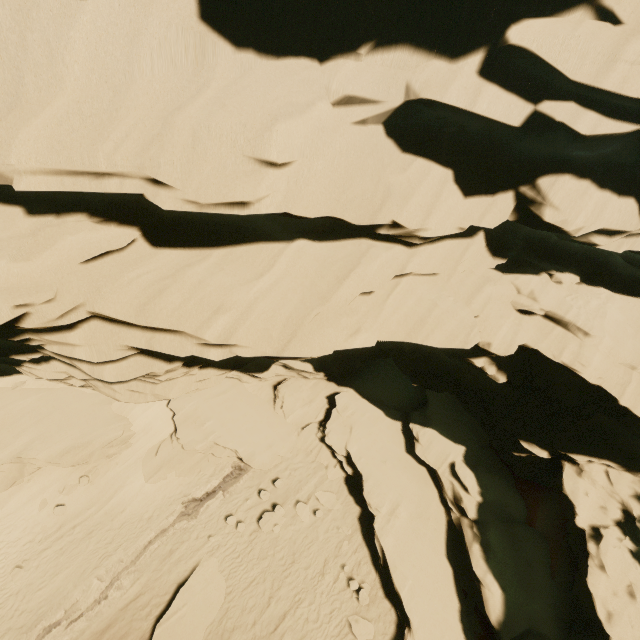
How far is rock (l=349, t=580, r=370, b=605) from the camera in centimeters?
1297cm

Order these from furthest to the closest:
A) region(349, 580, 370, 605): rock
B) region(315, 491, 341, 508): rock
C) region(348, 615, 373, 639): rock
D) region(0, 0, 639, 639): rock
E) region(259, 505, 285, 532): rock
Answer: region(315, 491, 341, 508): rock < region(259, 505, 285, 532): rock < region(349, 580, 370, 605): rock < region(348, 615, 373, 639): rock < region(0, 0, 639, 639): rock

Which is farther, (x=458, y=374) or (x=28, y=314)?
(x=458, y=374)

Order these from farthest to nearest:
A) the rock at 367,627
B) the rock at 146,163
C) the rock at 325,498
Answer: the rock at 325,498, the rock at 367,627, the rock at 146,163

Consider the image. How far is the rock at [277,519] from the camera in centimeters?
1519cm
